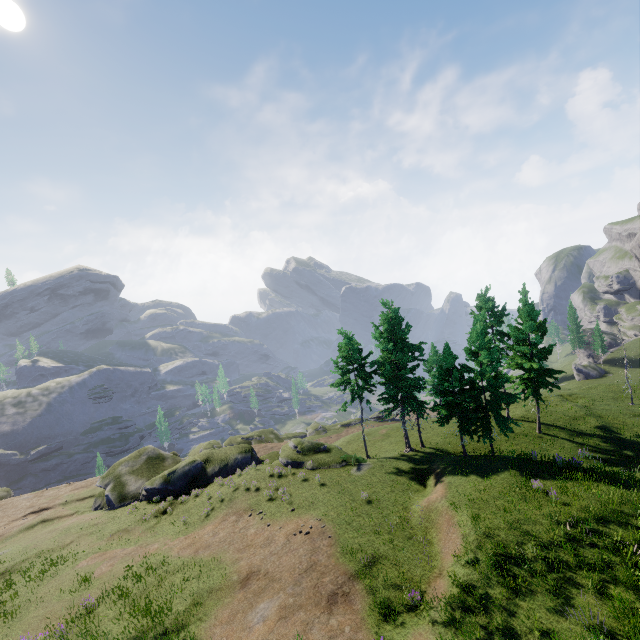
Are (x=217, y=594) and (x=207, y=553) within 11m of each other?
yes
